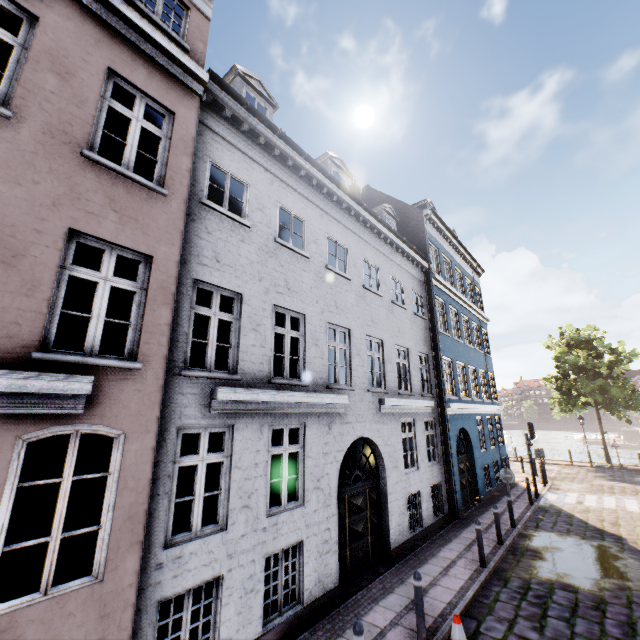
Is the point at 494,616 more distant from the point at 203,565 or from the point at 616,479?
the point at 616,479

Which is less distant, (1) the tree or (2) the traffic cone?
(2) the traffic cone

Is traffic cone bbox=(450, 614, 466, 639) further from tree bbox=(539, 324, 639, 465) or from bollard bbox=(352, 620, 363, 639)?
tree bbox=(539, 324, 639, 465)

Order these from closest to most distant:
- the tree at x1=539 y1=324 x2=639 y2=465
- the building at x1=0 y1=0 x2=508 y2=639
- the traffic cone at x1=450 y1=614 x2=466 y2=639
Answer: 1. the building at x1=0 y1=0 x2=508 y2=639
2. the traffic cone at x1=450 y1=614 x2=466 y2=639
3. the tree at x1=539 y1=324 x2=639 y2=465

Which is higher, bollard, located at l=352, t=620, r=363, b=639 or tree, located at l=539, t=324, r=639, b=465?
tree, located at l=539, t=324, r=639, b=465

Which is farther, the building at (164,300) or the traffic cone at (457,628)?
the traffic cone at (457,628)

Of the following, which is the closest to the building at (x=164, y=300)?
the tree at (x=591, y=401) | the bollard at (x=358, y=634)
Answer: the bollard at (x=358, y=634)

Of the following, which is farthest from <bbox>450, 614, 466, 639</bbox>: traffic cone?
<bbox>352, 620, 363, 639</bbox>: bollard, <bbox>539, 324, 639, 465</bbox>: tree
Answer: <bbox>539, 324, 639, 465</bbox>: tree
